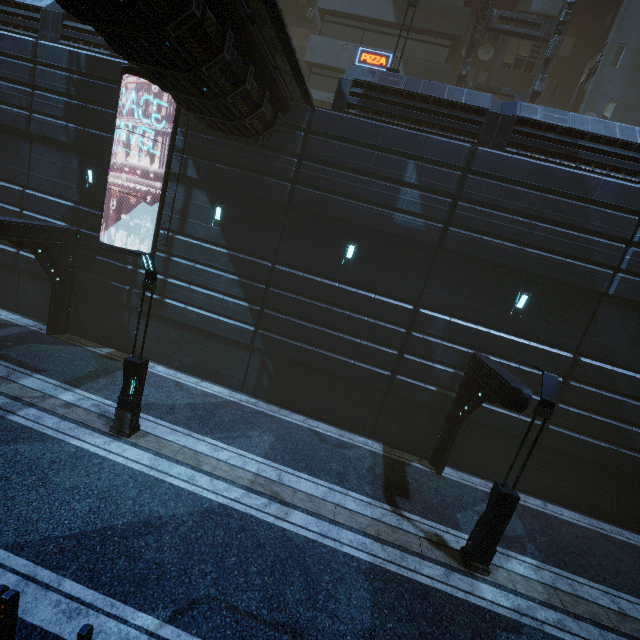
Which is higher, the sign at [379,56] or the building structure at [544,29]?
the building structure at [544,29]

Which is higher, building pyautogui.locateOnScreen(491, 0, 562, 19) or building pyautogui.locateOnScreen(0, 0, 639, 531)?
building pyautogui.locateOnScreen(491, 0, 562, 19)

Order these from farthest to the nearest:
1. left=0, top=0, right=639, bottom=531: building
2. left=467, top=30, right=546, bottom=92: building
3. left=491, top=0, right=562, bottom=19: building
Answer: left=467, top=30, right=546, bottom=92: building
left=491, top=0, right=562, bottom=19: building
left=0, top=0, right=639, bottom=531: building

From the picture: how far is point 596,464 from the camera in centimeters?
1241cm

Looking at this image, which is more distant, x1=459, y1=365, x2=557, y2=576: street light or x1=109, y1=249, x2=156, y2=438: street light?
x1=109, y1=249, x2=156, y2=438: street light

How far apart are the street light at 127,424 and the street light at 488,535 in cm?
1008

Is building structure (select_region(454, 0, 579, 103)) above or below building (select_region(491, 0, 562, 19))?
below
